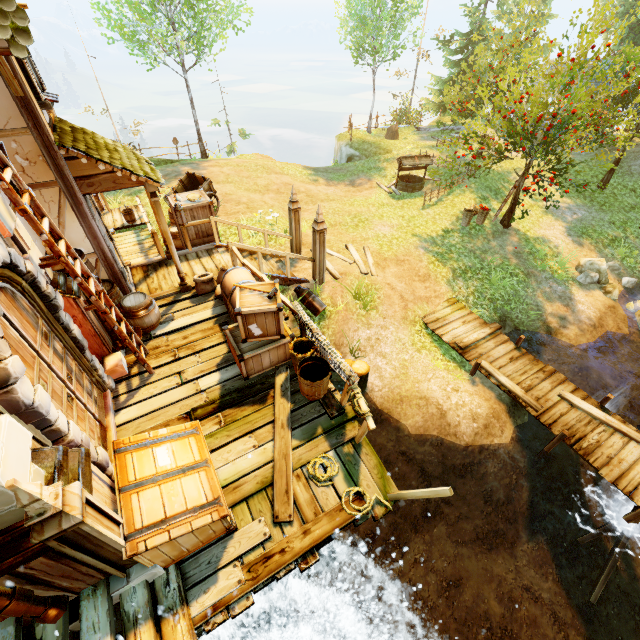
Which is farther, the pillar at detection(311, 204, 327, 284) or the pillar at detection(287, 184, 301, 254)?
the pillar at detection(287, 184, 301, 254)

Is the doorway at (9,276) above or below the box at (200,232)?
above

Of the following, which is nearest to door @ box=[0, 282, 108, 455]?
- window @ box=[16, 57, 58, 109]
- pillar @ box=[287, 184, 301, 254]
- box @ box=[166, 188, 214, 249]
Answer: window @ box=[16, 57, 58, 109]

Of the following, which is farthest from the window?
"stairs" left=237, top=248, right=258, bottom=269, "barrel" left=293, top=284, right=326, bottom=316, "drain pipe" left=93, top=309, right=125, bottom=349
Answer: "barrel" left=293, top=284, right=326, bottom=316

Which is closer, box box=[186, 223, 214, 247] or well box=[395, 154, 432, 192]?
box box=[186, 223, 214, 247]

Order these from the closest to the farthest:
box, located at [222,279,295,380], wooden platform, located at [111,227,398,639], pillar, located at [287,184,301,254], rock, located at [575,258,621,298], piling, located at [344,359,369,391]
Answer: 1. wooden platform, located at [111,227,398,639]
2. box, located at [222,279,295,380]
3. piling, located at [344,359,369,391]
4. pillar, located at [287,184,301,254]
5. rock, located at [575,258,621,298]

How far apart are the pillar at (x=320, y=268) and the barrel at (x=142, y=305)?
4.63m

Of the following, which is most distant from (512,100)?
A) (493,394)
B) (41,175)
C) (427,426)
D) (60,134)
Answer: (41,175)
